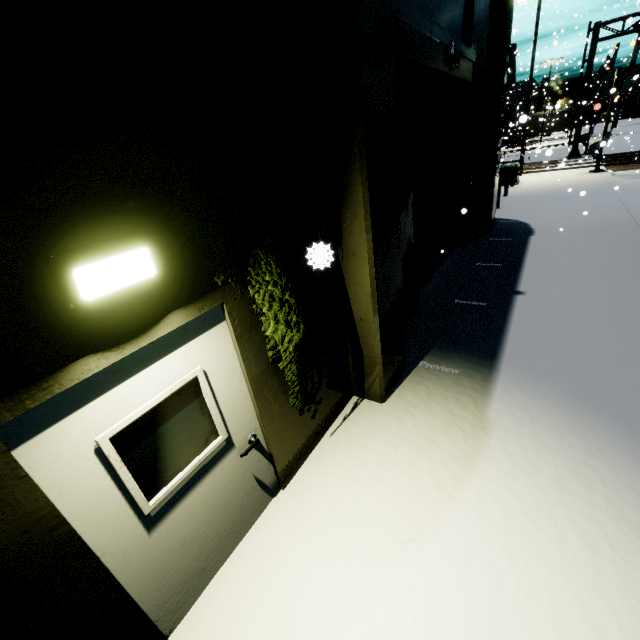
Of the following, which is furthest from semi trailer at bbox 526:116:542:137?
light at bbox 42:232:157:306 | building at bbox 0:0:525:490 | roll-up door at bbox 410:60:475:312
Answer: light at bbox 42:232:157:306

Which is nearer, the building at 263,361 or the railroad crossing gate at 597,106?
the building at 263,361

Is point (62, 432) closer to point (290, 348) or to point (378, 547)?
point (290, 348)

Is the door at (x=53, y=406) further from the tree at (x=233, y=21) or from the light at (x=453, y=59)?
the light at (x=453, y=59)

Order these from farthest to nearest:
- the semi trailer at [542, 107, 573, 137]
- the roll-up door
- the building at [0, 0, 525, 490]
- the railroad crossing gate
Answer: the semi trailer at [542, 107, 573, 137] → the railroad crossing gate → the roll-up door → the building at [0, 0, 525, 490]

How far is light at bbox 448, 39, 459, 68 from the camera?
6.50m

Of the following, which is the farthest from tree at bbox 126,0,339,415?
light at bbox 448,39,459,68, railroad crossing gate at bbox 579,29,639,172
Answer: railroad crossing gate at bbox 579,29,639,172

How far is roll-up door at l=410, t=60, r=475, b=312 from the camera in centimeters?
610cm
